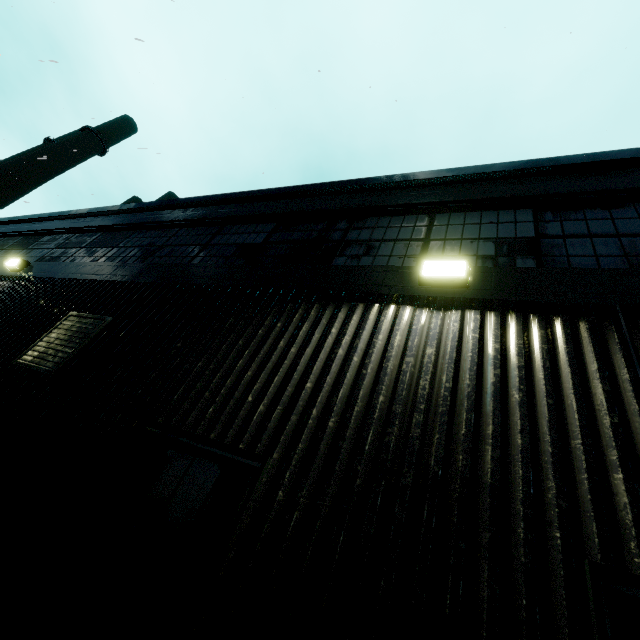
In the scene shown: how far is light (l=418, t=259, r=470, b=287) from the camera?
3.2 meters

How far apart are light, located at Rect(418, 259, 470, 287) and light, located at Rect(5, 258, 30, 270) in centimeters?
848cm

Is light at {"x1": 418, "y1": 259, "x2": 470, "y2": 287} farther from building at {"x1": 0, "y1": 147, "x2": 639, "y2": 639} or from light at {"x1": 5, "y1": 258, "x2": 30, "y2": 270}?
light at {"x1": 5, "y1": 258, "x2": 30, "y2": 270}

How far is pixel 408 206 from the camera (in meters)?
4.77

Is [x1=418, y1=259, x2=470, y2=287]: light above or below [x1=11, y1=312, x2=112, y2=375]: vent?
above

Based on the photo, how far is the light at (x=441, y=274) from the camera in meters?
3.2

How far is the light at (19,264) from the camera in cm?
702

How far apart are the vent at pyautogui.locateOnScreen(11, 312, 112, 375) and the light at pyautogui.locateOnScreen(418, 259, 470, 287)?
4.2m
